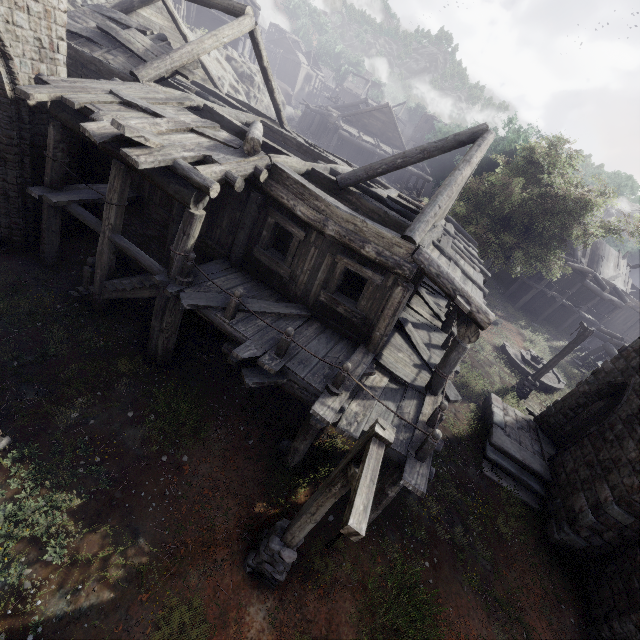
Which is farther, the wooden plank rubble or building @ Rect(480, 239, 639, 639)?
the wooden plank rubble

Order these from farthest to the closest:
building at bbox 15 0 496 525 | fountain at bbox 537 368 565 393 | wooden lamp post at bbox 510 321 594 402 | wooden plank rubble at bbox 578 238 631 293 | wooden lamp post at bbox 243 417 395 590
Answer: wooden plank rubble at bbox 578 238 631 293 → fountain at bbox 537 368 565 393 → wooden lamp post at bbox 510 321 594 402 → building at bbox 15 0 496 525 → wooden lamp post at bbox 243 417 395 590

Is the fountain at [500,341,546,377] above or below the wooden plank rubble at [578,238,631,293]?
below

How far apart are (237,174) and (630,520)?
14.1m

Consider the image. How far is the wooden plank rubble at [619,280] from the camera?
29.92m

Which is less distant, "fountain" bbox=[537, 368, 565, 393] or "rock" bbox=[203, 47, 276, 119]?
"fountain" bbox=[537, 368, 565, 393]

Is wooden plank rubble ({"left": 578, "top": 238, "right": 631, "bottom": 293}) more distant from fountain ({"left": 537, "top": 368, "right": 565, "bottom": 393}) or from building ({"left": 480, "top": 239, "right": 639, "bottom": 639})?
fountain ({"left": 537, "top": 368, "right": 565, "bottom": 393})

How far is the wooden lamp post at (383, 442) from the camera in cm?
341
